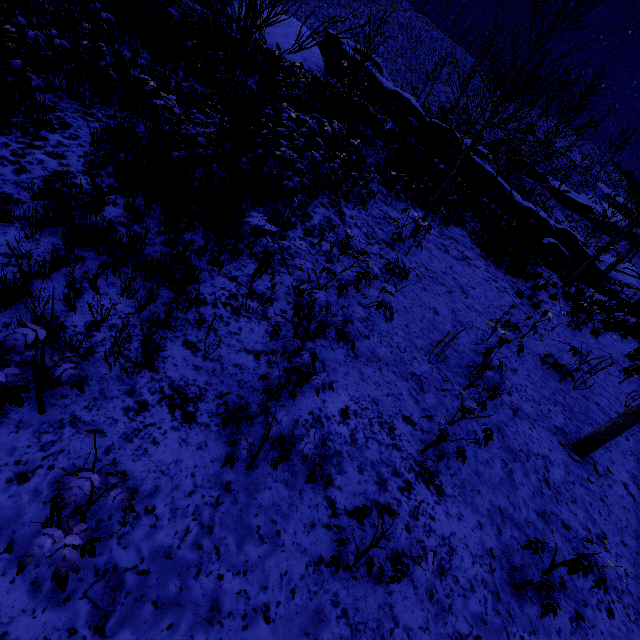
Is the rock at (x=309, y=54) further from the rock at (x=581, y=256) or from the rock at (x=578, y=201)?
the rock at (x=578, y=201)

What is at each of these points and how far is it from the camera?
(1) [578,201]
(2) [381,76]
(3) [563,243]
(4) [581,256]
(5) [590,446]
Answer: (1) rock, 42.56m
(2) rock, 24.78m
(3) rock, 31.36m
(4) rock, 31.31m
(5) instancedfoliageactor, 5.20m

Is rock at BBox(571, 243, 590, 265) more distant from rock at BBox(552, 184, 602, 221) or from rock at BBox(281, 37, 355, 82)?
rock at BBox(552, 184, 602, 221)

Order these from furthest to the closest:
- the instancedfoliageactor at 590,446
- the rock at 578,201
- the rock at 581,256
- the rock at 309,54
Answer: the rock at 578,201
the rock at 581,256
the rock at 309,54
the instancedfoliageactor at 590,446

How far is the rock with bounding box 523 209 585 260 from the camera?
18.9 meters

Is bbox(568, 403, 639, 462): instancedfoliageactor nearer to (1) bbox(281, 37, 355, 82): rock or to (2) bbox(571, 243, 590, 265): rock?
(1) bbox(281, 37, 355, 82): rock

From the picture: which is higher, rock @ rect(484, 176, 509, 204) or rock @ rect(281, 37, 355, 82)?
rock @ rect(281, 37, 355, 82)
